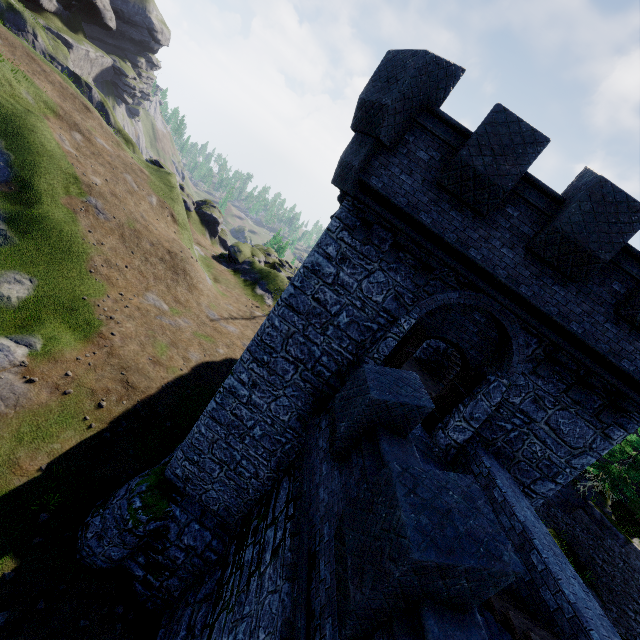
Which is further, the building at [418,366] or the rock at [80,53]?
the rock at [80,53]

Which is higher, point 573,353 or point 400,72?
point 400,72

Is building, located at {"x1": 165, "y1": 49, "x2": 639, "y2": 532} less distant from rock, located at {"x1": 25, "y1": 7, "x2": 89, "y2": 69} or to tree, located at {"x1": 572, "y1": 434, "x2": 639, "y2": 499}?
tree, located at {"x1": 572, "y1": 434, "x2": 639, "y2": 499}

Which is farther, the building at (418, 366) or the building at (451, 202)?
the building at (418, 366)

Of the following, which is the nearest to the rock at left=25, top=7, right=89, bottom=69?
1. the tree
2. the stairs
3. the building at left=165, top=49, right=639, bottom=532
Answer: the building at left=165, top=49, right=639, bottom=532

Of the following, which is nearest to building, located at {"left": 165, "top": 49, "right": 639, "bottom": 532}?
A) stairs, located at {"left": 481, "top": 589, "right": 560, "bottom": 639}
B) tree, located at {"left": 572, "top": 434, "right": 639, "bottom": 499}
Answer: stairs, located at {"left": 481, "top": 589, "right": 560, "bottom": 639}

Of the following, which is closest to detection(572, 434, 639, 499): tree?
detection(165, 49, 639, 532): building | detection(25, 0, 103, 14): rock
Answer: detection(165, 49, 639, 532): building

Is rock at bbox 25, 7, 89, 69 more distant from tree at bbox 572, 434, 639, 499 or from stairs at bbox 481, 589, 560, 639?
tree at bbox 572, 434, 639, 499
